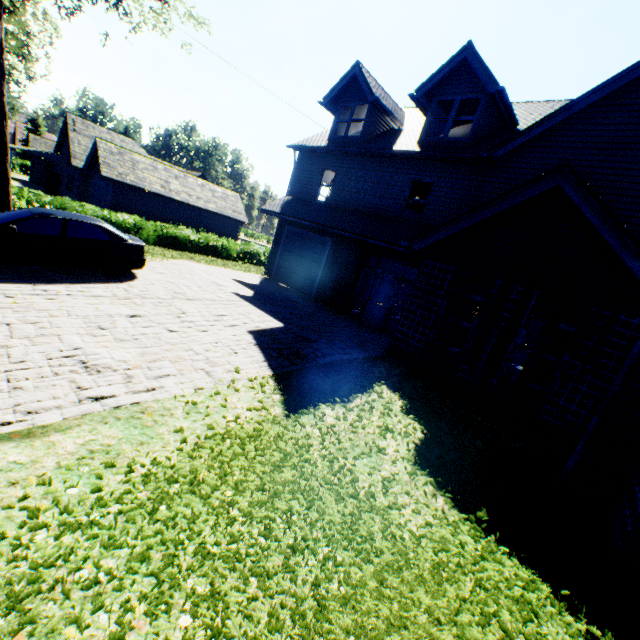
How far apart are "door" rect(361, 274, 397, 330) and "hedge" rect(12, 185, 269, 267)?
15.2 meters

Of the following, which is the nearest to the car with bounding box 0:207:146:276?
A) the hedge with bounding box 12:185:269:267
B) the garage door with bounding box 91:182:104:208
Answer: the hedge with bounding box 12:185:269:267

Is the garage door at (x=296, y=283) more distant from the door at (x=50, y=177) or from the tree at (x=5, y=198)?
the door at (x=50, y=177)

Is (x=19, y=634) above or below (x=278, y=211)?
below

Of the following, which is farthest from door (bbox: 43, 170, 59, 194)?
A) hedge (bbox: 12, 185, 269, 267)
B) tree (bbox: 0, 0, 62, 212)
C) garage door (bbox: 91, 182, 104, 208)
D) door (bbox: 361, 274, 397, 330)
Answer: door (bbox: 361, 274, 397, 330)

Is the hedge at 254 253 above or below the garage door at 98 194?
below

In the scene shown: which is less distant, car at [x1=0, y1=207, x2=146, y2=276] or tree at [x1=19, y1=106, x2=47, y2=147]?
car at [x1=0, y1=207, x2=146, y2=276]

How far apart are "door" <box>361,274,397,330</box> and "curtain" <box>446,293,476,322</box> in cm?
371
